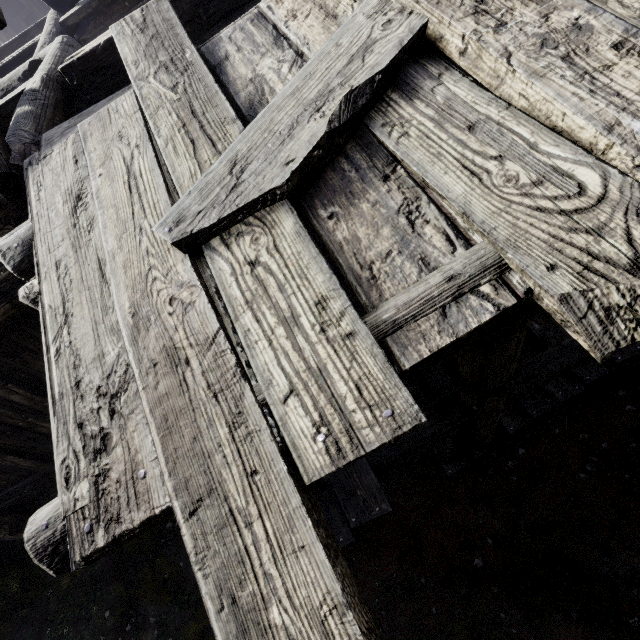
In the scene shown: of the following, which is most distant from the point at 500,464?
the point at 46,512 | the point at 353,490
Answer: the point at 46,512
